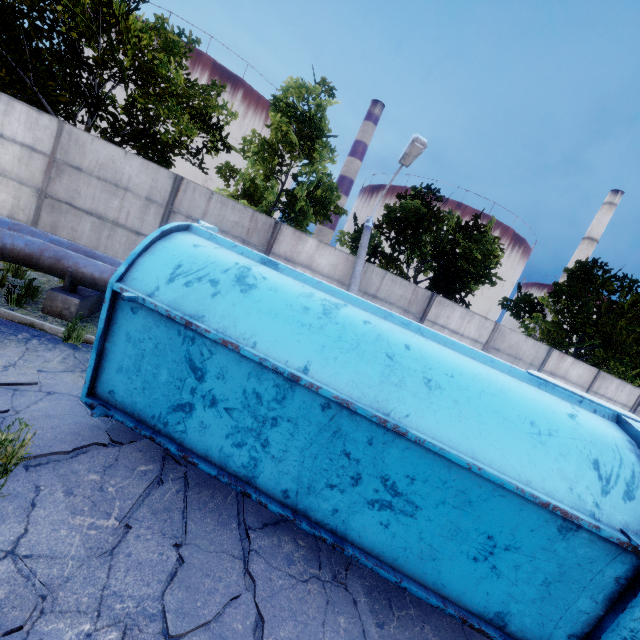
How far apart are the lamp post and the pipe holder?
5.5m

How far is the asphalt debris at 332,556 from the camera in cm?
341

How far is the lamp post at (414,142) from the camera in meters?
9.0 m

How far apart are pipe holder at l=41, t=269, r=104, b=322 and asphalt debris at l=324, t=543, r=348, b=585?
6.01m

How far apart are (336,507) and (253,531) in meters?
1.1

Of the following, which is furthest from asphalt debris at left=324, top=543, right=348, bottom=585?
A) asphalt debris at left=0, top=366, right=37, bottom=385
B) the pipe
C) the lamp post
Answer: the pipe

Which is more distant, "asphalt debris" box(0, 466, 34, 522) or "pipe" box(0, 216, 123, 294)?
"pipe" box(0, 216, 123, 294)

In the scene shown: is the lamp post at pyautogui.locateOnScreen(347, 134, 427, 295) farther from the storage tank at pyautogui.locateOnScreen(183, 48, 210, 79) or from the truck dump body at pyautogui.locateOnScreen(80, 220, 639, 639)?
the storage tank at pyautogui.locateOnScreen(183, 48, 210, 79)
